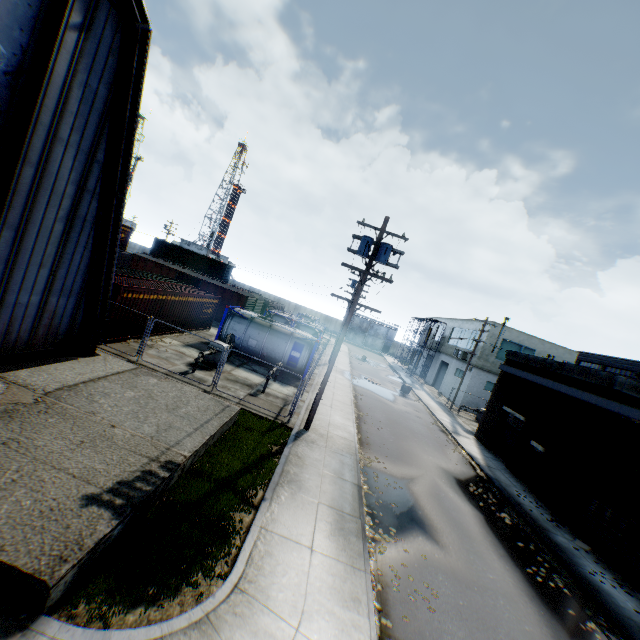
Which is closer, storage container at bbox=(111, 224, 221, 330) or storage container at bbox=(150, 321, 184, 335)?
storage container at bbox=(111, 224, 221, 330)

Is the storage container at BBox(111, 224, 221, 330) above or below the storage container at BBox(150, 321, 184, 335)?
above

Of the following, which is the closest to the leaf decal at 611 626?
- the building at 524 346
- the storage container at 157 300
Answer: the building at 524 346

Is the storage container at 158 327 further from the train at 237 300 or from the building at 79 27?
the train at 237 300

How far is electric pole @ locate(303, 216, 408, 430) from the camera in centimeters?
1319cm

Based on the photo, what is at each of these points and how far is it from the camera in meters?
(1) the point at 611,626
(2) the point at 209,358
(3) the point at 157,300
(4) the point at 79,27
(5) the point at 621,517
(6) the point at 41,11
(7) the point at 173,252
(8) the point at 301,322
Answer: (1) leaf decal, 9.1
(2) gas meter pipe, 17.8
(3) storage container, 18.3
(4) building, 8.1
(5) wooden pallet, 13.0
(6) hanging door, 7.2
(7) storage container, 49.0
(8) tank container, 32.2

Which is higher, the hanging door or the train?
the hanging door

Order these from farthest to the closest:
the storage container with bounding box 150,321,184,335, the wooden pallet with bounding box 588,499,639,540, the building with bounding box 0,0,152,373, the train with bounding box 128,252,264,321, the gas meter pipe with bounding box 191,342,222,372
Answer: the train with bounding box 128,252,264,321 → the storage container with bounding box 150,321,184,335 → the gas meter pipe with bounding box 191,342,222,372 → the wooden pallet with bounding box 588,499,639,540 → the building with bounding box 0,0,152,373
